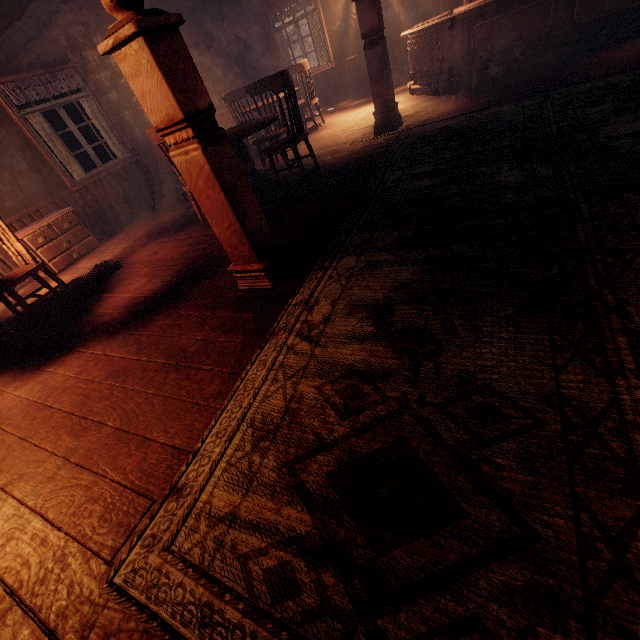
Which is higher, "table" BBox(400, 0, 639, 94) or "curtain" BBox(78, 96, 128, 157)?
"curtain" BBox(78, 96, 128, 157)

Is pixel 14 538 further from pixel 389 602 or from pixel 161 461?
pixel 389 602

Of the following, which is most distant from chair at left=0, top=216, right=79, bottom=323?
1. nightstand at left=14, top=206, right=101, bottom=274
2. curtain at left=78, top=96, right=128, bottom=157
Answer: curtain at left=78, top=96, right=128, bottom=157

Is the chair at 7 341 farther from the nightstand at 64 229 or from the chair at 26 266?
the nightstand at 64 229

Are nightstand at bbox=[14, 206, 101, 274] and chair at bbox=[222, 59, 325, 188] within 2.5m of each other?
no

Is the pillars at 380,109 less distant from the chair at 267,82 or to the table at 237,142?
the chair at 267,82

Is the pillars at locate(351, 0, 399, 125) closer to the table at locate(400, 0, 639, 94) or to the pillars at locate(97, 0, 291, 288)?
the table at locate(400, 0, 639, 94)

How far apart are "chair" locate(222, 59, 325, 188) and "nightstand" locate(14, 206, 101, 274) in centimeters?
305cm
